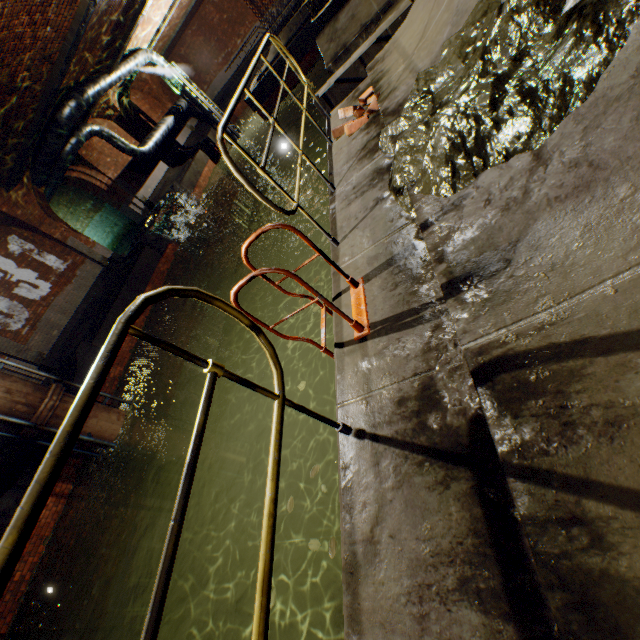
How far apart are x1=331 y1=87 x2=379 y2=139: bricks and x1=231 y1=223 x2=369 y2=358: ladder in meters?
2.6

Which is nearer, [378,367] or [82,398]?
[82,398]

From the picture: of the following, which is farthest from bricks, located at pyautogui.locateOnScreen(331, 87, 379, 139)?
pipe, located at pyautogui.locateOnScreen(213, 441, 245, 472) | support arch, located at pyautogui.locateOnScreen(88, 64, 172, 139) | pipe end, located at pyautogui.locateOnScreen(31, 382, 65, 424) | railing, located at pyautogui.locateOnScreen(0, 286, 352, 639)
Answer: support arch, located at pyautogui.locateOnScreen(88, 64, 172, 139)

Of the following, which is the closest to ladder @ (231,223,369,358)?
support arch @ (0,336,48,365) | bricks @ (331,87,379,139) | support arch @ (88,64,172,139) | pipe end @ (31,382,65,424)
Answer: bricks @ (331,87,379,139)

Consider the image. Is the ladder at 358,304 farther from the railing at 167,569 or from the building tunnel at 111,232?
the building tunnel at 111,232

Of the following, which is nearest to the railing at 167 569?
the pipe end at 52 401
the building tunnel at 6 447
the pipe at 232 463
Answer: the pipe end at 52 401

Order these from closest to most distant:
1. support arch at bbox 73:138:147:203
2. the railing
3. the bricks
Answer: the railing, the bricks, support arch at bbox 73:138:147:203

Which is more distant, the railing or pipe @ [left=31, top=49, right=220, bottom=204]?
pipe @ [left=31, top=49, right=220, bottom=204]
